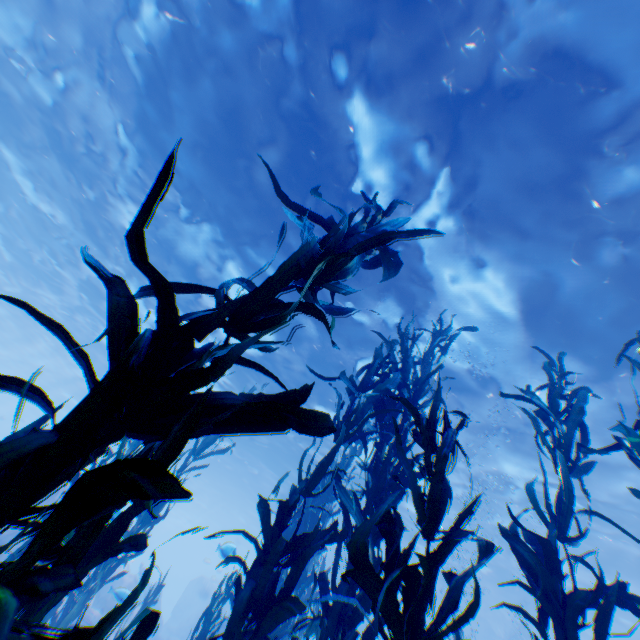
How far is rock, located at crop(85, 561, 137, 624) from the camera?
8.2 meters

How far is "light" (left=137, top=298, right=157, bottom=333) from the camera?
17.14m

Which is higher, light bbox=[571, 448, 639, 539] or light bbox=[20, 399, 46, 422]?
light bbox=[571, 448, 639, 539]

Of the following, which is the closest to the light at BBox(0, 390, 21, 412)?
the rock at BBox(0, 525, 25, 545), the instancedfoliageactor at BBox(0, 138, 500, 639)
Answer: the rock at BBox(0, 525, 25, 545)

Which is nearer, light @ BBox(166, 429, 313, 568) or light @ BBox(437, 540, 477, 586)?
light @ BBox(437, 540, 477, 586)

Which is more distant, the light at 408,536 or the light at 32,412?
the light at 32,412

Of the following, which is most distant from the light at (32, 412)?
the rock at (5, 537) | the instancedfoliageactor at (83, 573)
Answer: the instancedfoliageactor at (83, 573)

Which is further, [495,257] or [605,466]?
[605,466]
